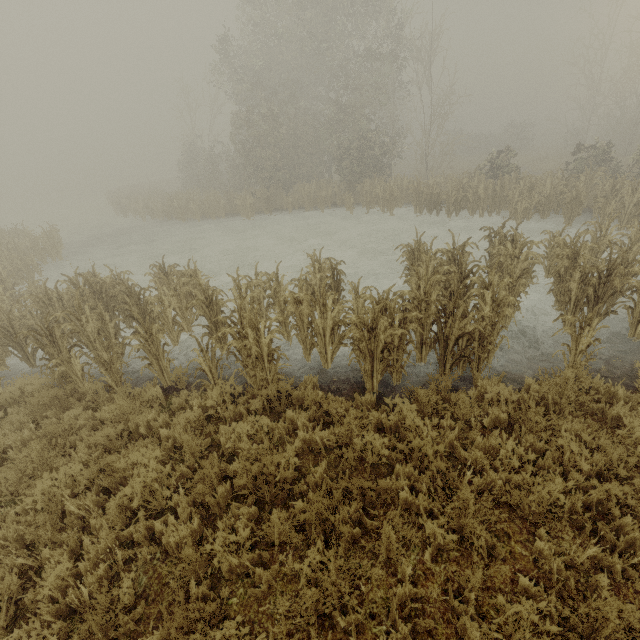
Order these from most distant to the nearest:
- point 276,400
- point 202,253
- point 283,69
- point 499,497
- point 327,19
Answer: point 283,69 < point 327,19 < point 202,253 < point 276,400 < point 499,497
